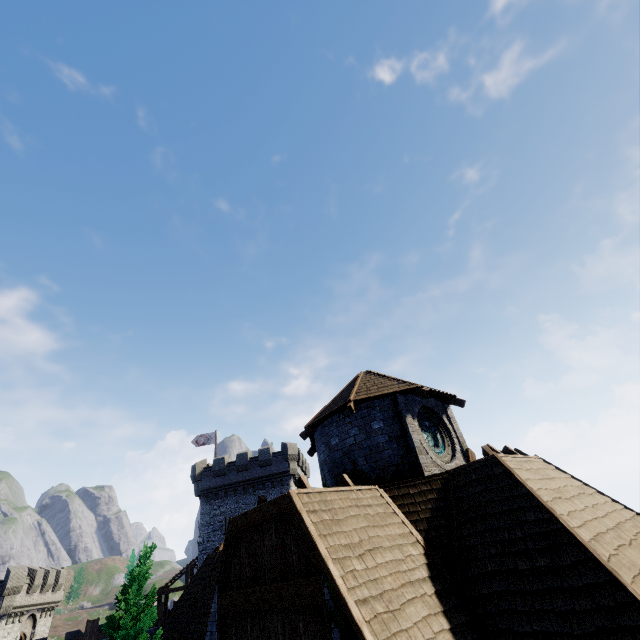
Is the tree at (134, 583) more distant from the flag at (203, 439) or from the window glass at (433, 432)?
the flag at (203, 439)

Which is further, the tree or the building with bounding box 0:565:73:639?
the building with bounding box 0:565:73:639

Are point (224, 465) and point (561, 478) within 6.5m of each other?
no

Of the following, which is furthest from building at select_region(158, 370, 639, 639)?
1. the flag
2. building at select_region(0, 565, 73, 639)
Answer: building at select_region(0, 565, 73, 639)

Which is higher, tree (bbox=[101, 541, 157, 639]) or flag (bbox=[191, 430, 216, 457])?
flag (bbox=[191, 430, 216, 457])

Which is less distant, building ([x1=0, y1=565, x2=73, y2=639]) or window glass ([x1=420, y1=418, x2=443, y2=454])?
window glass ([x1=420, y1=418, x2=443, y2=454])

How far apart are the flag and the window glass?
32.3m

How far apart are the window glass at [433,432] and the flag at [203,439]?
32.3m
